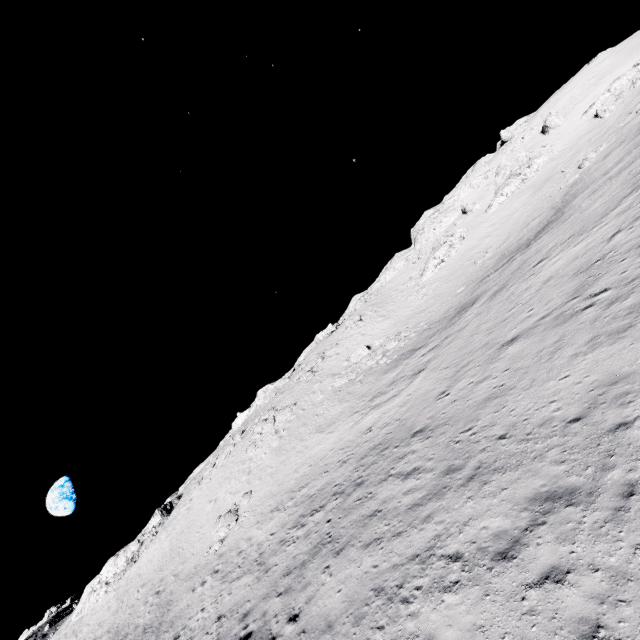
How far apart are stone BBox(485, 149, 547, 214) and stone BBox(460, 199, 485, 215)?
2.7m

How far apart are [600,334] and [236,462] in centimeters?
3661cm

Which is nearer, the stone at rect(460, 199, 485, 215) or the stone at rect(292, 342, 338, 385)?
the stone at rect(292, 342, 338, 385)

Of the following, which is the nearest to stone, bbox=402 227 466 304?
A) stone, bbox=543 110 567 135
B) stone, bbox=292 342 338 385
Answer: stone, bbox=292 342 338 385

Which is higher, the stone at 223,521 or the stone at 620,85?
the stone at 620,85

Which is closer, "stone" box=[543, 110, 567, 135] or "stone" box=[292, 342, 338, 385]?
"stone" box=[292, 342, 338, 385]

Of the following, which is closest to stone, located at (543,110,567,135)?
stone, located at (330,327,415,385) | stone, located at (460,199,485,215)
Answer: stone, located at (460,199,485,215)

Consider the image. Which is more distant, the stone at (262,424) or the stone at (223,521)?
the stone at (262,424)
